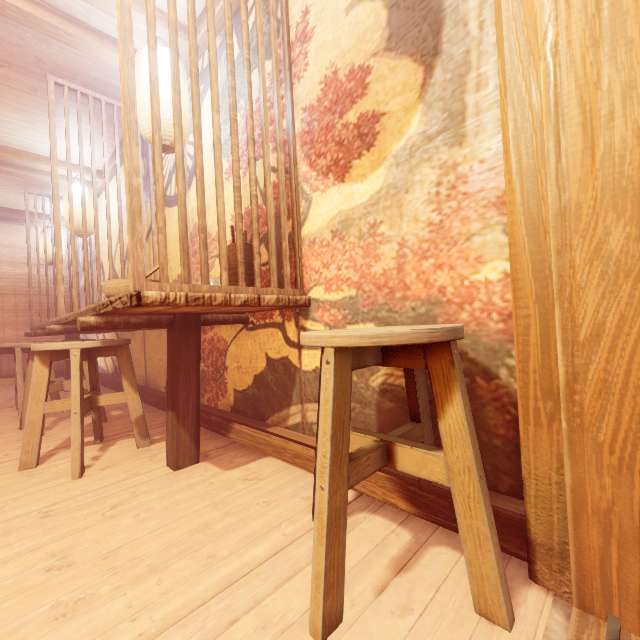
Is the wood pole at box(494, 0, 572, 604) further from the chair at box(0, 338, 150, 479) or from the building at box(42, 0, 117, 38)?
the chair at box(0, 338, 150, 479)

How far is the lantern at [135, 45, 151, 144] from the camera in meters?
3.8 m

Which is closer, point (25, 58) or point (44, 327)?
point (25, 58)

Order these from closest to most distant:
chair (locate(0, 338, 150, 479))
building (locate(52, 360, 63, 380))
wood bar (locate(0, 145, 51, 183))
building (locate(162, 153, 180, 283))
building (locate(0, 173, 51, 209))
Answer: chair (locate(0, 338, 150, 479)), building (locate(162, 153, 180, 283)), wood bar (locate(0, 145, 51, 183)), building (locate(0, 173, 51, 209)), building (locate(52, 360, 63, 380))

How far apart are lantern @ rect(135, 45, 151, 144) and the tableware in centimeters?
203cm

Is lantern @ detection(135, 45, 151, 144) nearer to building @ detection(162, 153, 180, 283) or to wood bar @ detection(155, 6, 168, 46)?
building @ detection(162, 153, 180, 283)

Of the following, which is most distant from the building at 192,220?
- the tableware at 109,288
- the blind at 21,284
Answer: the tableware at 109,288
